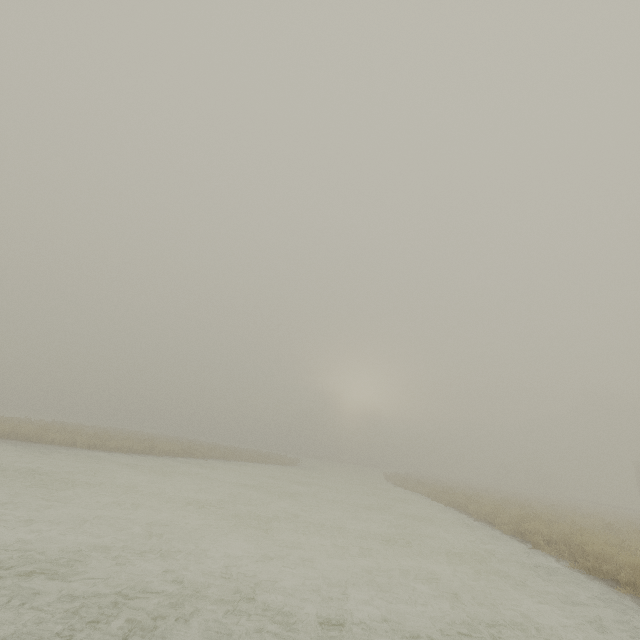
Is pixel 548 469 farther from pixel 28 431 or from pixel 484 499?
pixel 28 431
